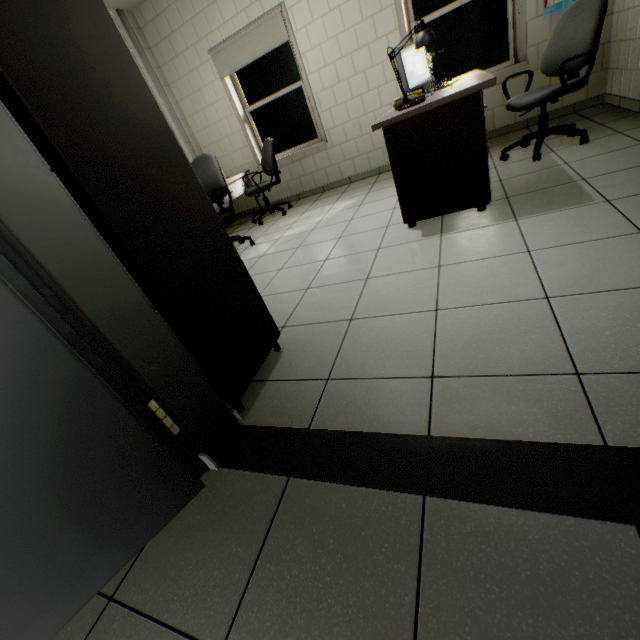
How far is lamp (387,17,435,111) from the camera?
2.24m

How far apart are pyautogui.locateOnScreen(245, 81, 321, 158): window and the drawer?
0.5m

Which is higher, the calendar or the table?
the calendar

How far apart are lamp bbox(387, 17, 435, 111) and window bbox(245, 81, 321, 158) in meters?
3.0

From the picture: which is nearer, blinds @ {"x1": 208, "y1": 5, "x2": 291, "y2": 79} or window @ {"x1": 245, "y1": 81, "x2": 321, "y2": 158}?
blinds @ {"x1": 208, "y1": 5, "x2": 291, "y2": 79}

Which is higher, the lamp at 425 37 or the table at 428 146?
the lamp at 425 37

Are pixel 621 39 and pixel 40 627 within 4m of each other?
no

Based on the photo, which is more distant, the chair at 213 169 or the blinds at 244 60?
the blinds at 244 60
